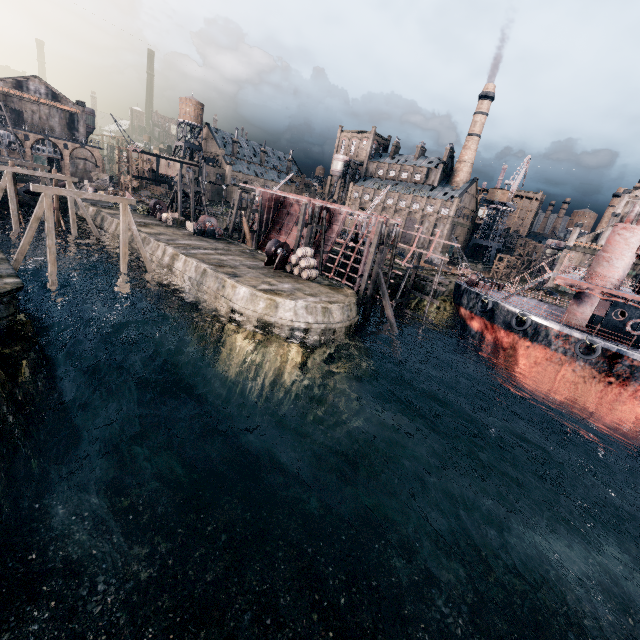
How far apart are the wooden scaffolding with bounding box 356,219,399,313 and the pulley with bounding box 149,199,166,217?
33.1m

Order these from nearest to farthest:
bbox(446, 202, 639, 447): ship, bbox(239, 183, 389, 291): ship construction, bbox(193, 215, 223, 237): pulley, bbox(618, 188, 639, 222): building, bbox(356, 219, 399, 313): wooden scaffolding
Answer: bbox(446, 202, 639, 447): ship
bbox(356, 219, 399, 313): wooden scaffolding
bbox(239, 183, 389, 291): ship construction
bbox(193, 215, 223, 237): pulley
bbox(618, 188, 639, 222): building

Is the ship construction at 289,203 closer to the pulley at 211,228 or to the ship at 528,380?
the ship at 528,380

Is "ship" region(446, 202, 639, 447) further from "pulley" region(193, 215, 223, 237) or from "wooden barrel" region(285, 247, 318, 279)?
"pulley" region(193, 215, 223, 237)

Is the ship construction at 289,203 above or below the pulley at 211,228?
above

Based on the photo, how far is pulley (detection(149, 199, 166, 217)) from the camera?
45.06m

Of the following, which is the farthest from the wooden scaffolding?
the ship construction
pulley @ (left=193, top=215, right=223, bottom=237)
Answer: pulley @ (left=193, top=215, right=223, bottom=237)

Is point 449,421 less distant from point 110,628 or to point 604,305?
point 604,305
